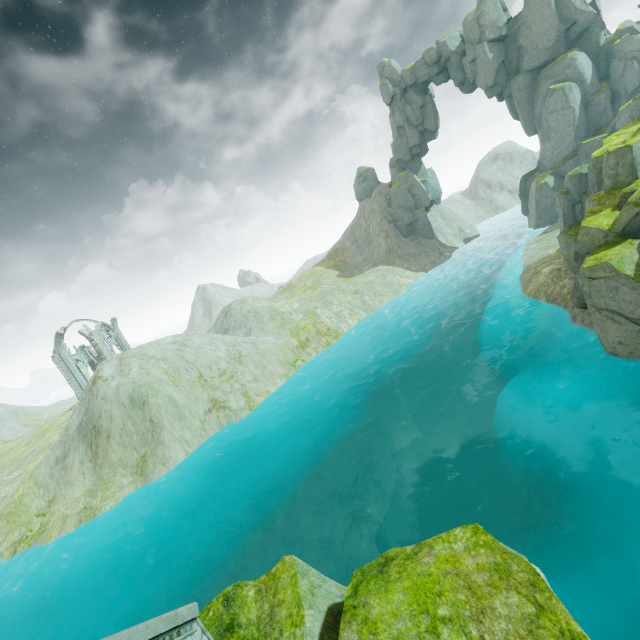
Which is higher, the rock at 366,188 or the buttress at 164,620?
the rock at 366,188

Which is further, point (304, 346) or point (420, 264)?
point (420, 264)

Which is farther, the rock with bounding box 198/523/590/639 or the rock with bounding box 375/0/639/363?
the rock with bounding box 375/0/639/363

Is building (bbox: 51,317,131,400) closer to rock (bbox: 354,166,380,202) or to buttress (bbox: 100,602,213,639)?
rock (bbox: 354,166,380,202)

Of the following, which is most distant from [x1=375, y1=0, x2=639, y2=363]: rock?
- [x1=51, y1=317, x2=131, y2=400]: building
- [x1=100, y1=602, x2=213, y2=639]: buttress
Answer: [x1=51, y1=317, x2=131, y2=400]: building

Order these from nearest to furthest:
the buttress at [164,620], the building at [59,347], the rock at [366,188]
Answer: the buttress at [164,620] → the building at [59,347] → the rock at [366,188]
